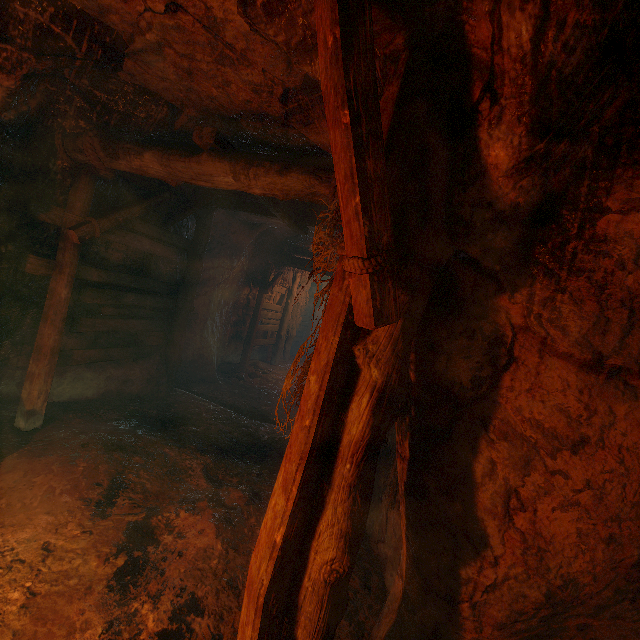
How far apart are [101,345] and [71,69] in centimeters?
423cm
